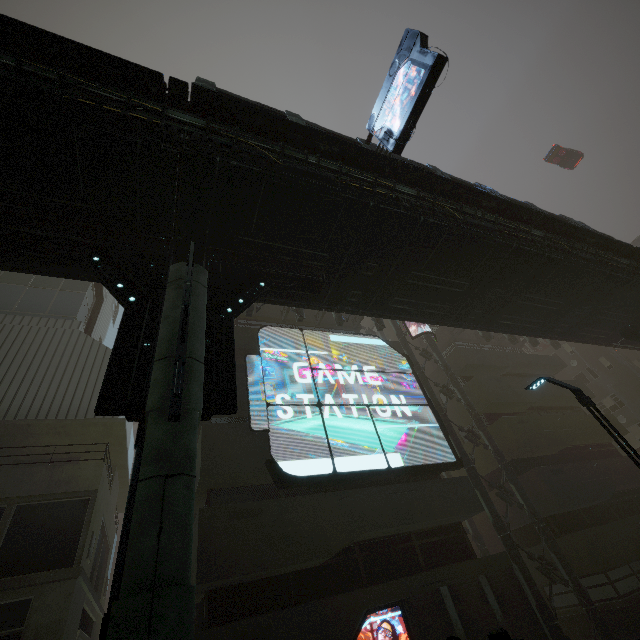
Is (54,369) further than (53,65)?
Yes

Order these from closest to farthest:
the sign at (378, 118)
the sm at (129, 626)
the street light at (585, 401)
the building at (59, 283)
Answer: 1. the sm at (129, 626)
2. the street light at (585, 401)
3. the sign at (378, 118)
4. the building at (59, 283)

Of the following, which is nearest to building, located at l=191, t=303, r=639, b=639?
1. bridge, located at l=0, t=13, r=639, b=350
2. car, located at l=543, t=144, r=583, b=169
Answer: bridge, located at l=0, t=13, r=639, b=350

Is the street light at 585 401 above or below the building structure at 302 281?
below

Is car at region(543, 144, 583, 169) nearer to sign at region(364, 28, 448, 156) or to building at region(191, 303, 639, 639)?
building at region(191, 303, 639, 639)

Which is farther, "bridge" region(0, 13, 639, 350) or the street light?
the street light

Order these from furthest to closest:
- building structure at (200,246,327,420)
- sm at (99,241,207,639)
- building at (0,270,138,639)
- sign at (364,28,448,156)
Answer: building at (0,270,138,639) < sign at (364,28,448,156) < building structure at (200,246,327,420) < sm at (99,241,207,639)

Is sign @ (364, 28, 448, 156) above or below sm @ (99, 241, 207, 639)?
above
